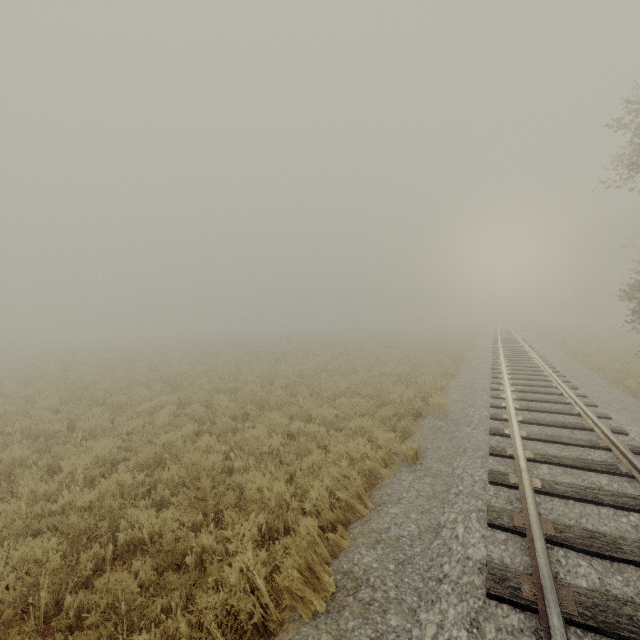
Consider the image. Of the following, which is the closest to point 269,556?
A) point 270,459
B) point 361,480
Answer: point 361,480
